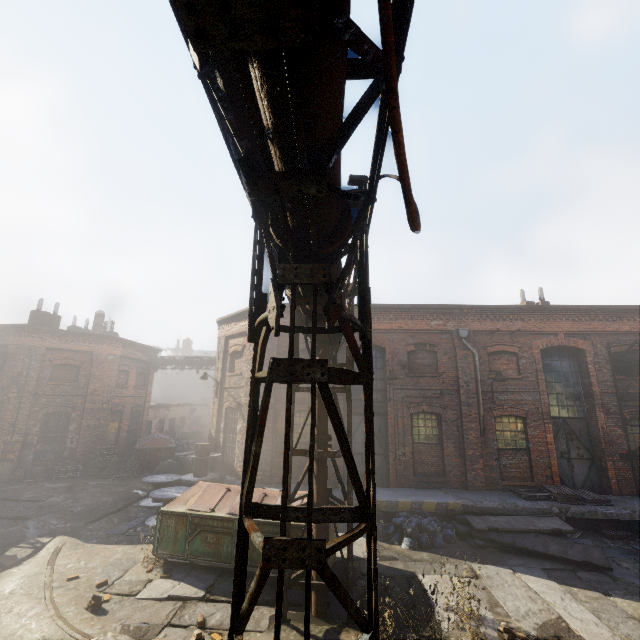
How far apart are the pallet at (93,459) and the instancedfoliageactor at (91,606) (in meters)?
13.44

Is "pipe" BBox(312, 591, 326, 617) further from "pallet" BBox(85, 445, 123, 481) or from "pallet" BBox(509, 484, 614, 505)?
"pallet" BBox(85, 445, 123, 481)

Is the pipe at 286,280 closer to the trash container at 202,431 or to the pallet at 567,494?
the pallet at 567,494

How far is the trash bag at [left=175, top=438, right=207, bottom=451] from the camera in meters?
26.0

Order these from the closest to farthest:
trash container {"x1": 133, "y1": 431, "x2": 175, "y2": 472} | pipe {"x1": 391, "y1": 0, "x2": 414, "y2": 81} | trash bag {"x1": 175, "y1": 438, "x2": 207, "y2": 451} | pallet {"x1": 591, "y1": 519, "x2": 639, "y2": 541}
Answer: pipe {"x1": 391, "y1": 0, "x2": 414, "y2": 81}
pallet {"x1": 591, "y1": 519, "x2": 639, "y2": 541}
trash container {"x1": 133, "y1": 431, "x2": 175, "y2": 472}
trash bag {"x1": 175, "y1": 438, "x2": 207, "y2": 451}

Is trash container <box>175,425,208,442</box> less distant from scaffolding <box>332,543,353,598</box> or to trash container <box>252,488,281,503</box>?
trash container <box>252,488,281,503</box>

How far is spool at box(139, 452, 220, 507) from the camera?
11.6m

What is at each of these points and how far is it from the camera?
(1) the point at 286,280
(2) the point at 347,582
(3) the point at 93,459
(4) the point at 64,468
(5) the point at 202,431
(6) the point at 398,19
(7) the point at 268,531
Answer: (1) pipe, 2.9 meters
(2) scaffolding, 6.3 meters
(3) pallet, 18.0 meters
(4) pallet, 17.2 meters
(5) trash container, 29.0 meters
(6) pipe, 1.9 meters
(7) trash container, 7.8 meters
